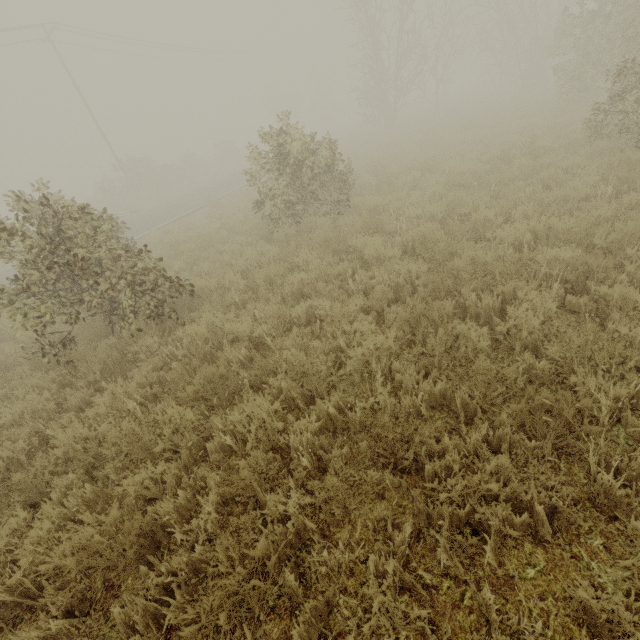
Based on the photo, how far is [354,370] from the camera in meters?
4.3
